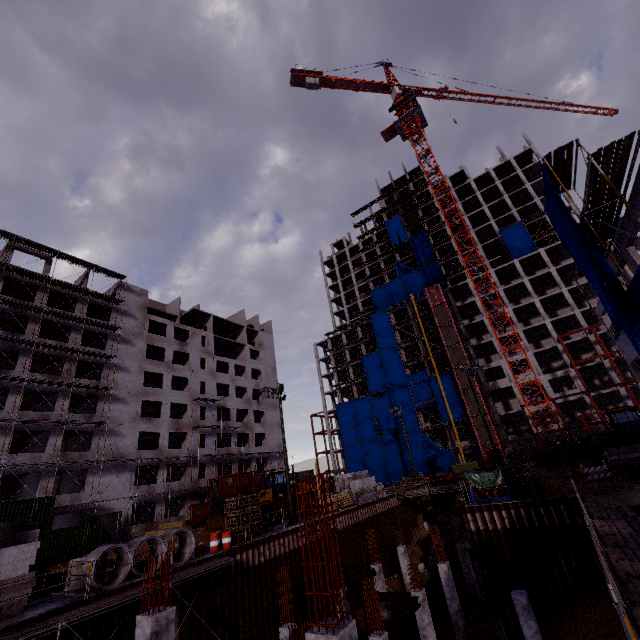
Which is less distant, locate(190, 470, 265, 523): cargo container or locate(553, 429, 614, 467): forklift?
locate(553, 429, 614, 467): forklift

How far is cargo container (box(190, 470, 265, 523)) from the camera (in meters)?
38.69

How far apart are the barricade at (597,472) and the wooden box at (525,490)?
2.5 meters

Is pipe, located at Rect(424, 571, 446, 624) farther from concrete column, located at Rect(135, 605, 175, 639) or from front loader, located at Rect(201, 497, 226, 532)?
front loader, located at Rect(201, 497, 226, 532)

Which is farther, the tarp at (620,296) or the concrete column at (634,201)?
the tarp at (620,296)

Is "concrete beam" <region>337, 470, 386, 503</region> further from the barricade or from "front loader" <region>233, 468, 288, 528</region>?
the barricade

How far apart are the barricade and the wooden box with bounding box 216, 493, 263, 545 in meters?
20.0

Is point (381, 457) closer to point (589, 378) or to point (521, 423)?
point (521, 423)
